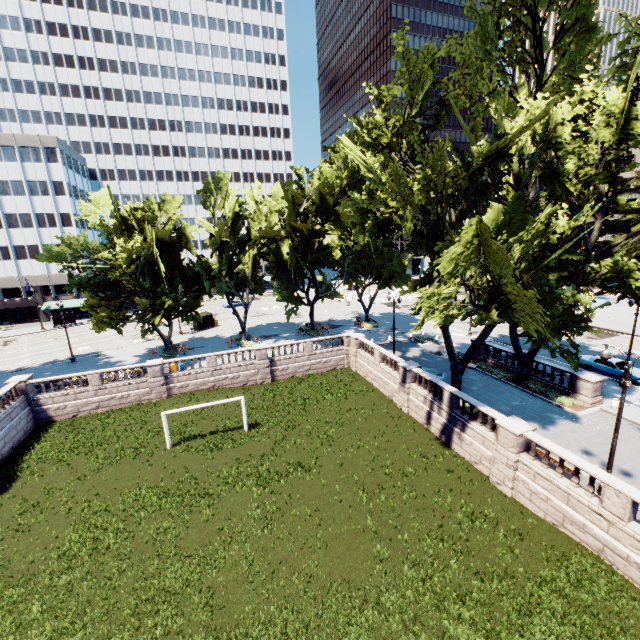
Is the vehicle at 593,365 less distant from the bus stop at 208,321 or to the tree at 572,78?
the tree at 572,78

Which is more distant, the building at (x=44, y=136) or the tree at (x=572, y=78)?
the building at (x=44, y=136)

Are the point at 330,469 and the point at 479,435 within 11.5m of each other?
yes

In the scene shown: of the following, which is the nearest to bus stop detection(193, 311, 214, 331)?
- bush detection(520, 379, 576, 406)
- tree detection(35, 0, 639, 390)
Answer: tree detection(35, 0, 639, 390)

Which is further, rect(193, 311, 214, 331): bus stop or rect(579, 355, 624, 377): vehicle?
rect(193, 311, 214, 331): bus stop

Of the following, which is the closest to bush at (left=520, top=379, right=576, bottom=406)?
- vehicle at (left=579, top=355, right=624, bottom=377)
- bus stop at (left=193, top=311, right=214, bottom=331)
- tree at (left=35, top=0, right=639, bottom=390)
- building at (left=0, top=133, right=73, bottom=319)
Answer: tree at (left=35, top=0, right=639, bottom=390)

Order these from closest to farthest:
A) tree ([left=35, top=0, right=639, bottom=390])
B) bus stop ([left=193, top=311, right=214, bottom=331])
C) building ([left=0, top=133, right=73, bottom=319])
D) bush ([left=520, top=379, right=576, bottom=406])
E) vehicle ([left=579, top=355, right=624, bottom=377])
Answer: tree ([left=35, top=0, right=639, bottom=390]) → bush ([left=520, top=379, right=576, bottom=406]) → vehicle ([left=579, top=355, right=624, bottom=377]) → bus stop ([left=193, top=311, right=214, bottom=331]) → building ([left=0, top=133, right=73, bottom=319])
